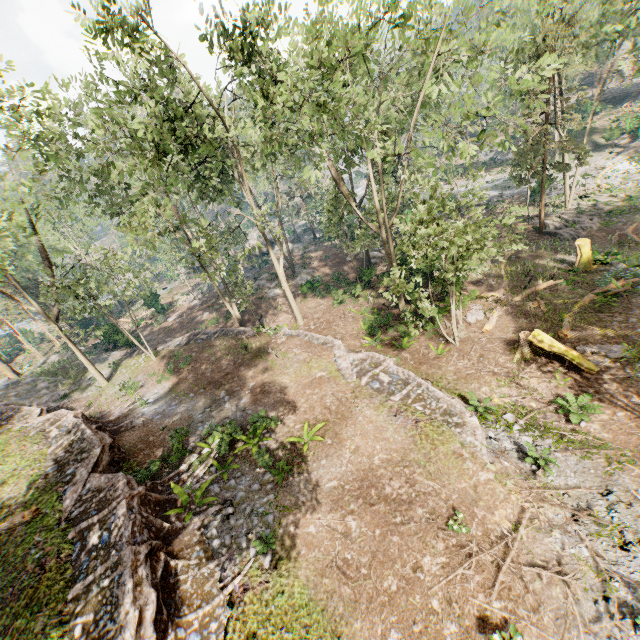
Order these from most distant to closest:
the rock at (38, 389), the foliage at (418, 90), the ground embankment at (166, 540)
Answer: the rock at (38, 389) < the foliage at (418, 90) < the ground embankment at (166, 540)

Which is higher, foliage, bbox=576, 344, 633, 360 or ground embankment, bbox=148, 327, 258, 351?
ground embankment, bbox=148, 327, 258, 351

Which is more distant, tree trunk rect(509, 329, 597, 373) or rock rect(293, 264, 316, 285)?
rock rect(293, 264, 316, 285)

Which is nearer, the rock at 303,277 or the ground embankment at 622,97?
the rock at 303,277

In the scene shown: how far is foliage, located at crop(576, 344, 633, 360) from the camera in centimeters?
1434cm

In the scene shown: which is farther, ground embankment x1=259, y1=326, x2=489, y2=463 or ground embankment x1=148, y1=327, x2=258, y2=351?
ground embankment x1=148, y1=327, x2=258, y2=351

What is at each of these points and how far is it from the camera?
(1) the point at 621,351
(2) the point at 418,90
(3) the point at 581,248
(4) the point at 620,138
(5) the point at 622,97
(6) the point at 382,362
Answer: (1) foliage, 14.69m
(2) foliage, 16.19m
(3) stump, 21.08m
(4) foliage, 40.72m
(5) ground embankment, 50.78m
(6) ground embankment, 17.08m

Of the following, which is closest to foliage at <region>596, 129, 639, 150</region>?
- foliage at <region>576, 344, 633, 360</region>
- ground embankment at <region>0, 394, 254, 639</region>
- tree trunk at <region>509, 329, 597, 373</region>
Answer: ground embankment at <region>0, 394, 254, 639</region>
